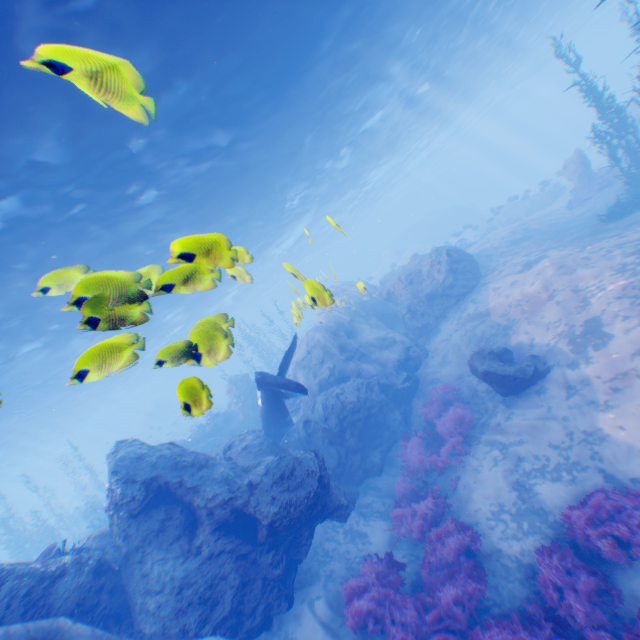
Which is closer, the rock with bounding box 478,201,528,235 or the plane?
the plane

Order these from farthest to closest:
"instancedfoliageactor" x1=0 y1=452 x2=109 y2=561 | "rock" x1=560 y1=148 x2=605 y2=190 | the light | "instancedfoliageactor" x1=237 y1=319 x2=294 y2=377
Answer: "instancedfoliageactor" x1=237 y1=319 x2=294 y2=377 < "rock" x1=560 y1=148 x2=605 y2=190 < "instancedfoliageactor" x1=0 y1=452 x2=109 y2=561 < the light

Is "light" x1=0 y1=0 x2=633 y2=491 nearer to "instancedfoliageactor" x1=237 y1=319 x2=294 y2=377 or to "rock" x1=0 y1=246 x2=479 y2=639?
"rock" x1=0 y1=246 x2=479 y2=639

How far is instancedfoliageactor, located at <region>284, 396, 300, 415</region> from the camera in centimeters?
1703cm

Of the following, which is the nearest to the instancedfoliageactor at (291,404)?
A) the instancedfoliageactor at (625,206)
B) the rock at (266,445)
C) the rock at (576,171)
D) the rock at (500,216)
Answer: the rock at (266,445)

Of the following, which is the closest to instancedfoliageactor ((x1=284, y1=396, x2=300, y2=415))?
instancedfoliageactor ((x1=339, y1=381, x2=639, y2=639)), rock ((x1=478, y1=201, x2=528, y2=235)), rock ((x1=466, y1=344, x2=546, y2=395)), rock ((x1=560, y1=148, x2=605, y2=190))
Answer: instancedfoliageactor ((x1=339, y1=381, x2=639, y2=639))

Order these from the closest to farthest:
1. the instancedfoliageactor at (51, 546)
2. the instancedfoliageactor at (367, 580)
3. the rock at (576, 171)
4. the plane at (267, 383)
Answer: the instancedfoliageactor at (367, 580)
the instancedfoliageactor at (51, 546)
the plane at (267, 383)
the rock at (576, 171)

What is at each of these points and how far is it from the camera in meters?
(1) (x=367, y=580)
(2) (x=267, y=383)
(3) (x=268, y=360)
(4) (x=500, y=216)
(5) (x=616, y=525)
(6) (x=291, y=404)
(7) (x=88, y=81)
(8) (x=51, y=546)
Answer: (1) instancedfoliageactor, 7.7 m
(2) plane, 10.8 m
(3) instancedfoliageactor, 35.3 m
(4) rock, 33.0 m
(5) instancedfoliageactor, 6.0 m
(6) instancedfoliageactor, 17.3 m
(7) light, 1.8 m
(8) instancedfoliageactor, 8.8 m
